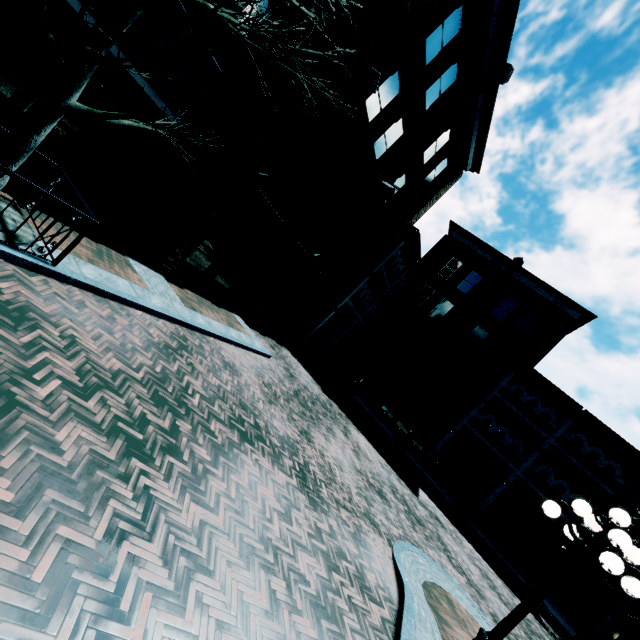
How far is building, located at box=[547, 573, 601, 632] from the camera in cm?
1830

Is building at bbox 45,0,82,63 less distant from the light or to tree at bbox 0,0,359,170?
tree at bbox 0,0,359,170

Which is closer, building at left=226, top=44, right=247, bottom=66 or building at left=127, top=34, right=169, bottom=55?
building at left=127, top=34, right=169, bottom=55

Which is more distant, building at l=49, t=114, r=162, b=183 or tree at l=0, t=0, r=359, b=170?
building at l=49, t=114, r=162, b=183

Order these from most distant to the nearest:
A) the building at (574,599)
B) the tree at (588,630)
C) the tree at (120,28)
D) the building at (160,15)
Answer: the building at (574,599), the tree at (588,630), the building at (160,15), the tree at (120,28)

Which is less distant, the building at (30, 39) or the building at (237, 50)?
the building at (30, 39)

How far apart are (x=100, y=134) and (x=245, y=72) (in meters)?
5.06
